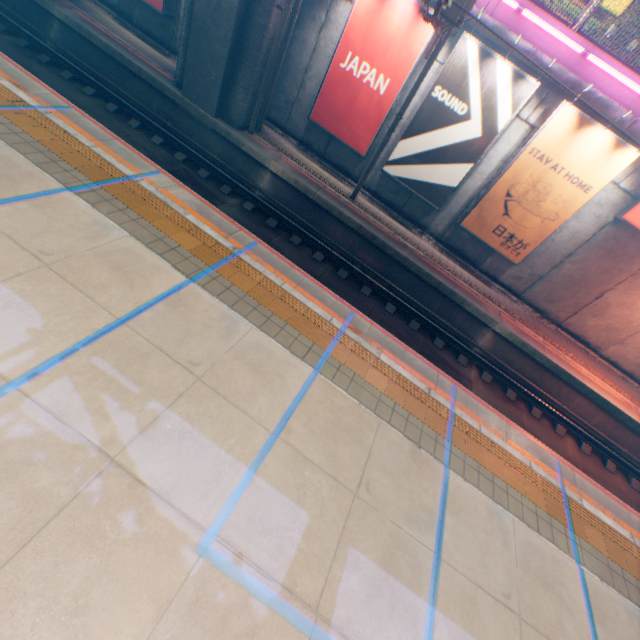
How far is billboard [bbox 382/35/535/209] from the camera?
9.6 meters

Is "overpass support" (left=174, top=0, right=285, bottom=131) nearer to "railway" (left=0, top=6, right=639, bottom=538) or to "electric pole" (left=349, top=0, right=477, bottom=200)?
"railway" (left=0, top=6, right=639, bottom=538)

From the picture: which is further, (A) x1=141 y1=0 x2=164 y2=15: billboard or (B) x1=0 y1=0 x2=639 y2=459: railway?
(A) x1=141 y1=0 x2=164 y2=15: billboard

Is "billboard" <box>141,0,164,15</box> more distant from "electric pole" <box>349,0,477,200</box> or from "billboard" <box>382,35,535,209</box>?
"billboard" <box>382,35,535,209</box>

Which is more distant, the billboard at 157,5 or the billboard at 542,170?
the billboard at 157,5

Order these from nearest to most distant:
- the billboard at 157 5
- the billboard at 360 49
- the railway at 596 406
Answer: the billboard at 360 49, the railway at 596 406, the billboard at 157 5

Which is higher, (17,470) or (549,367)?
(17,470)

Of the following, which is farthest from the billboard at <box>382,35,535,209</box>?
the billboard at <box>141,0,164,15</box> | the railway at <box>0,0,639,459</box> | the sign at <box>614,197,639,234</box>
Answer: the billboard at <box>141,0,164,15</box>
